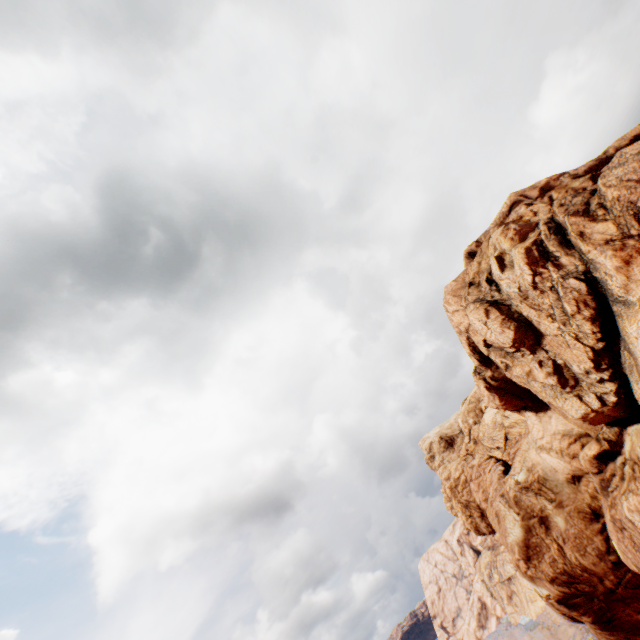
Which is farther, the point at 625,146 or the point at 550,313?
the point at 625,146
